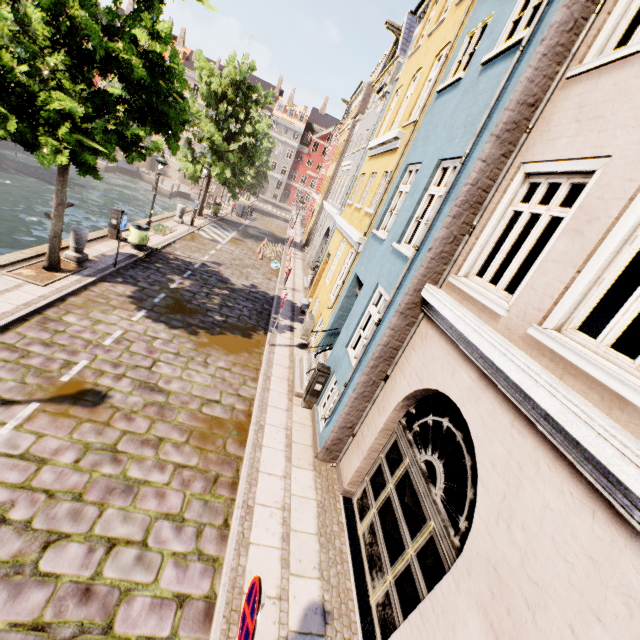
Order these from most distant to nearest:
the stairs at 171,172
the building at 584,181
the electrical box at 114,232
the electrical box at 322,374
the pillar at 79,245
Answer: the stairs at 171,172 < the electrical box at 114,232 < the pillar at 79,245 < the electrical box at 322,374 < the building at 584,181

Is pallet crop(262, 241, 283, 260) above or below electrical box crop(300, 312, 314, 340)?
below

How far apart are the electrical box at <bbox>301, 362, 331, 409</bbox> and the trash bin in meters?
9.9 m

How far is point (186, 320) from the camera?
10.2 meters

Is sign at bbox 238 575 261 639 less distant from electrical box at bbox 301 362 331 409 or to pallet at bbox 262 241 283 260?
electrical box at bbox 301 362 331 409

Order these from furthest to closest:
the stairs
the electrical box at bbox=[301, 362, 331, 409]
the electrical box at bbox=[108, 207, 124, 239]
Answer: the stairs < the electrical box at bbox=[108, 207, 124, 239] < the electrical box at bbox=[301, 362, 331, 409]

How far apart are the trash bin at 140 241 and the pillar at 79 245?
2.4 meters

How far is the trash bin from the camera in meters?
13.0
